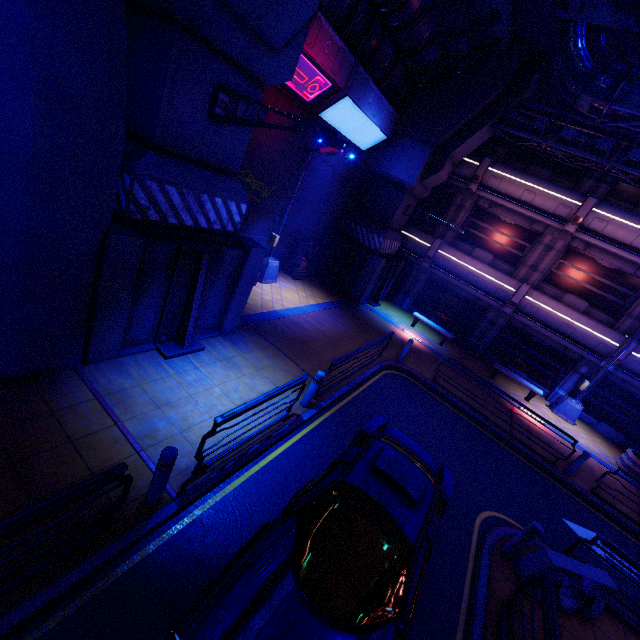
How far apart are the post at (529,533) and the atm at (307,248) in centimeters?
1279cm

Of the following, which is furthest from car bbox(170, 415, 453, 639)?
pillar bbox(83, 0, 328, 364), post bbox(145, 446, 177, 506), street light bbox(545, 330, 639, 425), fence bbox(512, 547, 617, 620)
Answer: street light bbox(545, 330, 639, 425)

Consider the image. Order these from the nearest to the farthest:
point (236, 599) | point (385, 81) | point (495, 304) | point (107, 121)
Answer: point (236, 599), point (107, 121), point (385, 81), point (495, 304)

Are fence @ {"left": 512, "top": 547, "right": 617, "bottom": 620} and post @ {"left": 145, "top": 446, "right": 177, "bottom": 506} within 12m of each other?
yes

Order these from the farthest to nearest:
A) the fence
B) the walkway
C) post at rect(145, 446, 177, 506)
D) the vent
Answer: the walkway < the vent < the fence < post at rect(145, 446, 177, 506)

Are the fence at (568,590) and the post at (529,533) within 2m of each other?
yes

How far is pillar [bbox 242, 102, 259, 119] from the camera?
6.9 meters

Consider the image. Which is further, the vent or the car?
the vent
